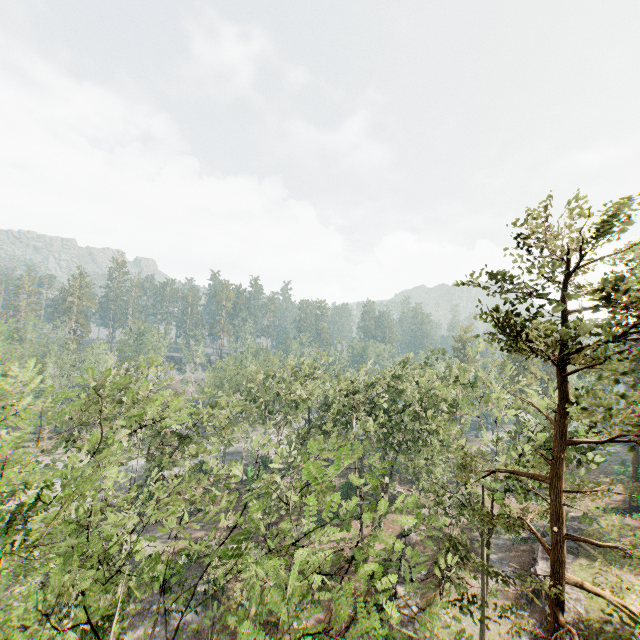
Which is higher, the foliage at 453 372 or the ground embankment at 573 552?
the foliage at 453 372

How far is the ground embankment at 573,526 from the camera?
32.5 meters

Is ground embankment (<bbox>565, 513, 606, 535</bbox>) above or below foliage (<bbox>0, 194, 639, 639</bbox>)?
below

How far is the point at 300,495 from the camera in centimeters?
1198cm

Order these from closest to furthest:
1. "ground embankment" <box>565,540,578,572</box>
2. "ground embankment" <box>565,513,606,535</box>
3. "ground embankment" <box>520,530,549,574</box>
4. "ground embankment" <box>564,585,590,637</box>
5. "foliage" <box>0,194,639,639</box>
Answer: "foliage" <box>0,194,639,639</box>
"ground embankment" <box>564,585,590,637</box>
"ground embankment" <box>520,530,549,574</box>
"ground embankment" <box>565,540,578,572</box>
"ground embankment" <box>565,513,606,535</box>

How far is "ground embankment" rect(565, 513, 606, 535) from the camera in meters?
32.5
